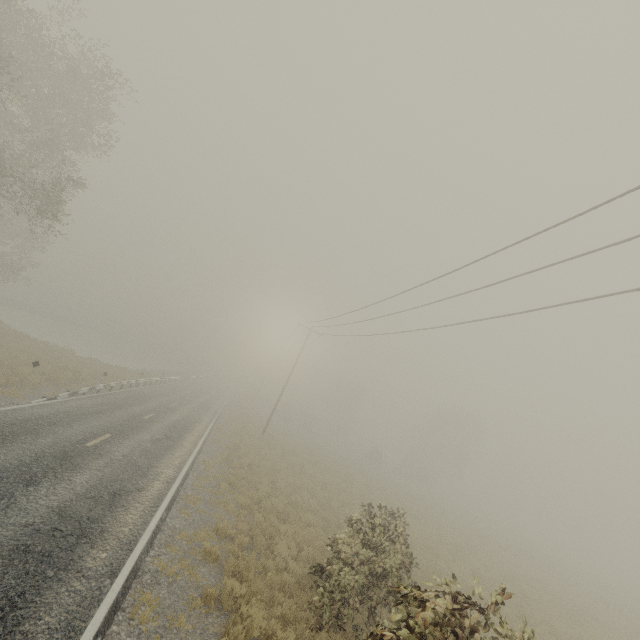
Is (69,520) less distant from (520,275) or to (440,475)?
(520,275)
